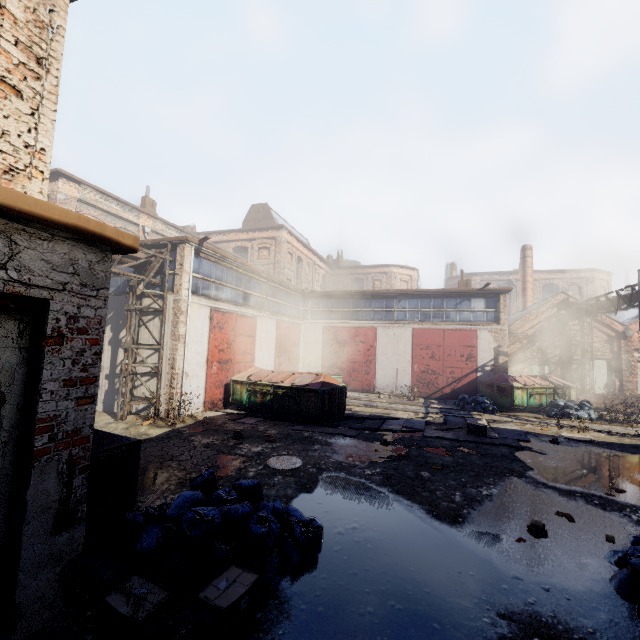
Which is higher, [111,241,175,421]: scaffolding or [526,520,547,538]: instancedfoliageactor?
[111,241,175,421]: scaffolding

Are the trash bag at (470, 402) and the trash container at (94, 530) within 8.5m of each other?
no

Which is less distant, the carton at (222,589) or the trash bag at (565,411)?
the carton at (222,589)

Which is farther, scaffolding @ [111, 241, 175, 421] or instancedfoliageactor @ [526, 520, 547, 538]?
scaffolding @ [111, 241, 175, 421]

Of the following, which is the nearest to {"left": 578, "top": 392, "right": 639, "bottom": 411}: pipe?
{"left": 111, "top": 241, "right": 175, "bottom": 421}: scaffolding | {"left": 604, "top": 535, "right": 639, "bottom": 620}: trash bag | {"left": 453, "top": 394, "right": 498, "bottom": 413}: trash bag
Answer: {"left": 453, "top": 394, "right": 498, "bottom": 413}: trash bag

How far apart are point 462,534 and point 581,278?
47.56m

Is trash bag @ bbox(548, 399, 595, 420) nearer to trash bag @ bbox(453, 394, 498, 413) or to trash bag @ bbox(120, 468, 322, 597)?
trash bag @ bbox(453, 394, 498, 413)

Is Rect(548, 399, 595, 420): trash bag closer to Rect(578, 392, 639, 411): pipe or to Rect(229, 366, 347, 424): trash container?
Rect(578, 392, 639, 411): pipe
